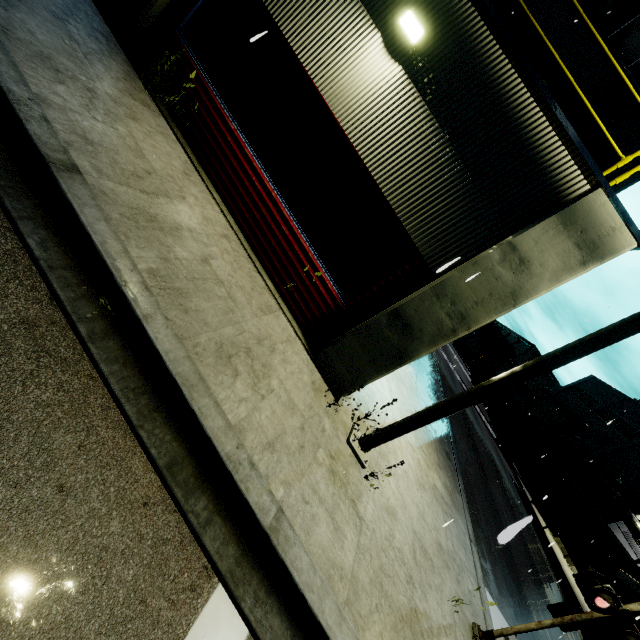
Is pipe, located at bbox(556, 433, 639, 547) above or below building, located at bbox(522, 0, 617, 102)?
below

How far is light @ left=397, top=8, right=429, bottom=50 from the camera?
4.8m

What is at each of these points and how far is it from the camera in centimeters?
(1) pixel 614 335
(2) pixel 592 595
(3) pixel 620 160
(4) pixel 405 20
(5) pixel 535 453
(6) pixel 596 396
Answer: (1) light, 401cm
(2) railroad crossing sign, 454cm
(3) balcony, 452cm
(4) light, 480cm
(5) cargo container, 3161cm
(6) building, 4212cm

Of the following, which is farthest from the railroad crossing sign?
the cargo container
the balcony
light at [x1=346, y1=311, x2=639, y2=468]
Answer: the cargo container

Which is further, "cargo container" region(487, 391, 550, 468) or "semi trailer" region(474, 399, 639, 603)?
"cargo container" region(487, 391, 550, 468)

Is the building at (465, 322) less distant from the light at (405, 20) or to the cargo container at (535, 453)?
the light at (405, 20)

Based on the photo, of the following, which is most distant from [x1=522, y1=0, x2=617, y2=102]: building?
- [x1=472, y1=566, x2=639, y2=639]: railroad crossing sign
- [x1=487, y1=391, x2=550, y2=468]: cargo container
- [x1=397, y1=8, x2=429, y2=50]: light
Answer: [x1=472, y1=566, x2=639, y2=639]: railroad crossing sign

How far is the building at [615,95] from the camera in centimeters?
1039cm
